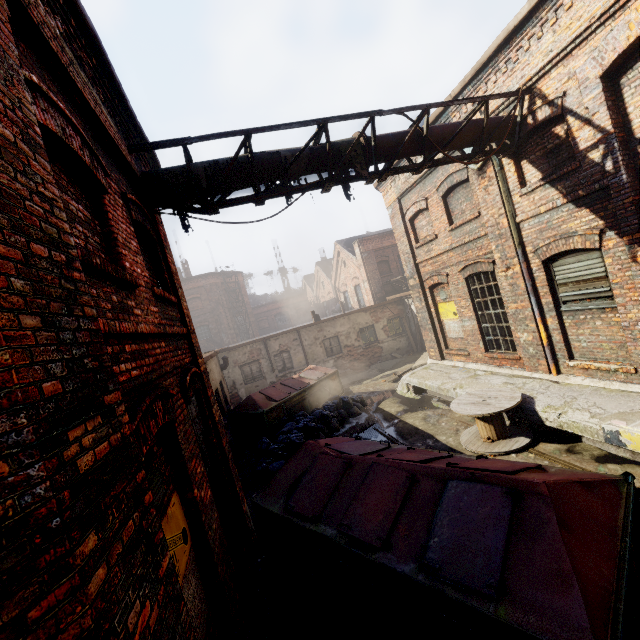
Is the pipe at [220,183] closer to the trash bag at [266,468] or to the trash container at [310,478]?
the trash container at [310,478]

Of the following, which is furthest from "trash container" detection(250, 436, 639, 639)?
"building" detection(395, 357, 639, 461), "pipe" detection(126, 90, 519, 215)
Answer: "pipe" detection(126, 90, 519, 215)

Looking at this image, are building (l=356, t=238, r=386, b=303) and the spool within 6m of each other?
no

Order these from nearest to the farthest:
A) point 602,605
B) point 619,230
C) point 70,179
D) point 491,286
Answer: point 602,605
point 70,179
point 619,230
point 491,286

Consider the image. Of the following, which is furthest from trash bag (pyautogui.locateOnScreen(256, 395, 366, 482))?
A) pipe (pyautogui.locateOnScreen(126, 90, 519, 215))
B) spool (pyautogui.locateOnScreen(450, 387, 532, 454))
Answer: pipe (pyautogui.locateOnScreen(126, 90, 519, 215))

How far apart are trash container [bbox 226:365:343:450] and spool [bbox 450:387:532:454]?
5.7 meters

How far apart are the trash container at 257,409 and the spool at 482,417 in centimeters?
570cm
